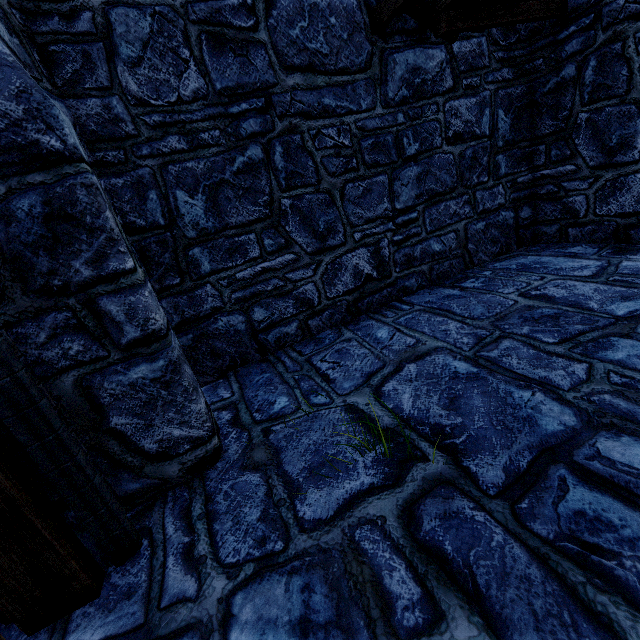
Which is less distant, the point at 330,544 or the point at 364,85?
the point at 330,544
